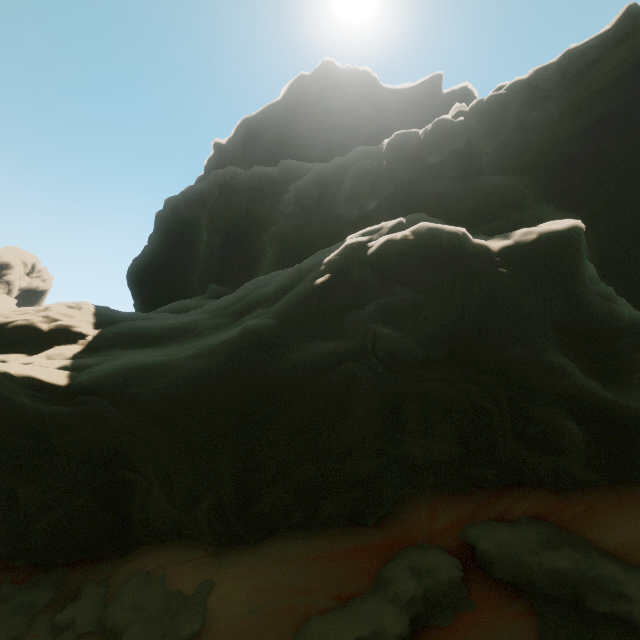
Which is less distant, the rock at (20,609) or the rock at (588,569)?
the rock at (588,569)

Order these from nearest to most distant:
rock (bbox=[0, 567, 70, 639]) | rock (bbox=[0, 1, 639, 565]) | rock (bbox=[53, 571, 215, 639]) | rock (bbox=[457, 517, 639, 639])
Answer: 1. rock (bbox=[457, 517, 639, 639])
2. rock (bbox=[53, 571, 215, 639])
3. rock (bbox=[0, 1, 639, 565])
4. rock (bbox=[0, 567, 70, 639])

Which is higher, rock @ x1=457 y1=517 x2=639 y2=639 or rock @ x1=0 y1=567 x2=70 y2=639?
rock @ x1=457 y1=517 x2=639 y2=639

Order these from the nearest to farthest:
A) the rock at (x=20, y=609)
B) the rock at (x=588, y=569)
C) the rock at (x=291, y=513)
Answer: the rock at (x=588, y=569)
the rock at (x=291, y=513)
the rock at (x=20, y=609)

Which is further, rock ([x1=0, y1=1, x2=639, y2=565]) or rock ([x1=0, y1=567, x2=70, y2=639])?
rock ([x1=0, y1=567, x2=70, y2=639])

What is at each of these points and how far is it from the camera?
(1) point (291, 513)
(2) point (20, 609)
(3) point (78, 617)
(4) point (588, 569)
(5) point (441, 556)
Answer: (1) rock, 9.2 meters
(2) rock, 9.9 meters
(3) rock, 9.3 meters
(4) rock, 7.4 meters
(5) rock, 8.3 meters
